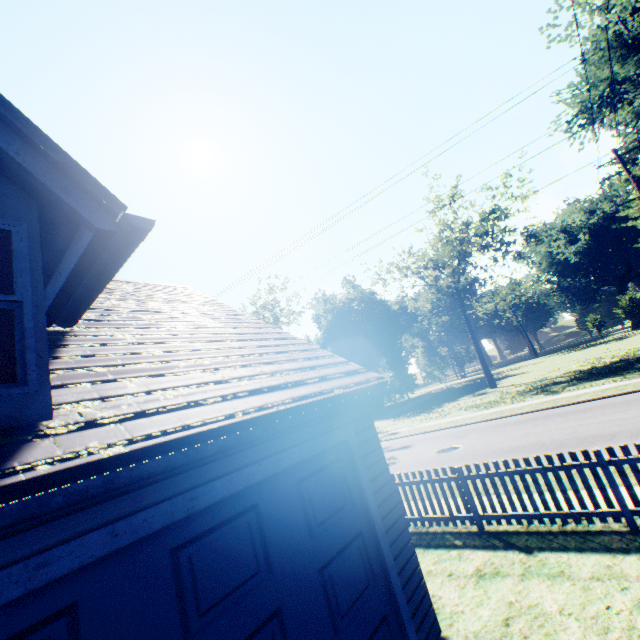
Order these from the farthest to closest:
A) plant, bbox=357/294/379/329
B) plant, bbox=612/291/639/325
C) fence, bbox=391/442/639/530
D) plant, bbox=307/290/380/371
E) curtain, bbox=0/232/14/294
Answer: plant, bbox=357/294/379/329 → plant, bbox=307/290/380/371 → plant, bbox=612/291/639/325 → fence, bbox=391/442/639/530 → curtain, bbox=0/232/14/294

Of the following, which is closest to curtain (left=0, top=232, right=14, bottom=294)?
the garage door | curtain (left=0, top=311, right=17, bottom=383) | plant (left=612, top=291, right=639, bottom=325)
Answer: curtain (left=0, top=311, right=17, bottom=383)

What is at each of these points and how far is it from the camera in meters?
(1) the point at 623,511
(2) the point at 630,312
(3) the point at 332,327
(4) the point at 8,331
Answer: (1) fence, 5.4 m
(2) plant, 48.7 m
(3) plant, 58.2 m
(4) curtain, 2.6 m

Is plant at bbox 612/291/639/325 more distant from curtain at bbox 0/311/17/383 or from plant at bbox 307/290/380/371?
plant at bbox 307/290/380/371

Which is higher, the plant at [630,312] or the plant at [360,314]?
the plant at [360,314]

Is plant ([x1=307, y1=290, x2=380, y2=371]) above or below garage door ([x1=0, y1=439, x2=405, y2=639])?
above

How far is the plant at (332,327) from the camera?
55.3m

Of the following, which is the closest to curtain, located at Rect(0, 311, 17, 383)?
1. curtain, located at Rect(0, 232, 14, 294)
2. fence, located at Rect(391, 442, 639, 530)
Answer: curtain, located at Rect(0, 232, 14, 294)
